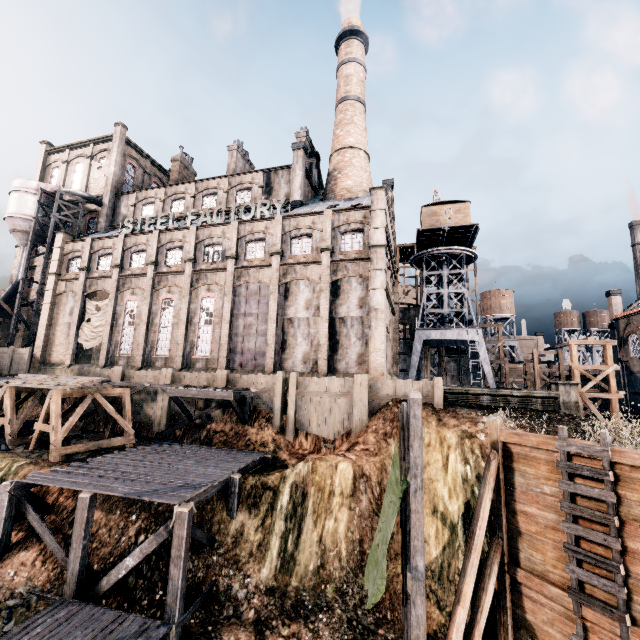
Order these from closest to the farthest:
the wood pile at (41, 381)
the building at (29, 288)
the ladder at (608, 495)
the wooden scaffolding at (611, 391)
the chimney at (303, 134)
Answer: the ladder at (608, 495)
the wood pile at (41, 381)
the wooden scaffolding at (611, 391)
the chimney at (303, 134)
the building at (29, 288)

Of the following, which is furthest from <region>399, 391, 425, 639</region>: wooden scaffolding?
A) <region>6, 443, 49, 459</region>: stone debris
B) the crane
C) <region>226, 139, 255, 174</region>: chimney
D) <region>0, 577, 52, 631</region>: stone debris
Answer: <region>226, 139, 255, 174</region>: chimney

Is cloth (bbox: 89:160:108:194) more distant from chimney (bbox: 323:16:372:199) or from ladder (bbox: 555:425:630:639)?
ladder (bbox: 555:425:630:639)

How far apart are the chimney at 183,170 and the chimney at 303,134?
16.84m

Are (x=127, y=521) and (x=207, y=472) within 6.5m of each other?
yes

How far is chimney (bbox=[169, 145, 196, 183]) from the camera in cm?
4362

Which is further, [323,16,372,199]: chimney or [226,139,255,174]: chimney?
[226,139,255,174]: chimney

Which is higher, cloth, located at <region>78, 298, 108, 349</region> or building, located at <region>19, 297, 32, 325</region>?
building, located at <region>19, 297, 32, 325</region>
